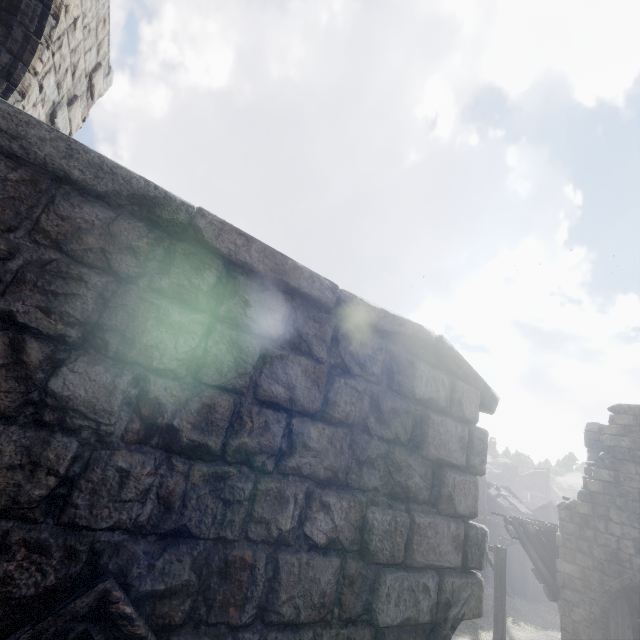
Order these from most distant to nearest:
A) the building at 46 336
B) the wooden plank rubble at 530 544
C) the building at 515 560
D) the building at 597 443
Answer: the building at 515 560 < the wooden plank rubble at 530 544 < the building at 597 443 < the building at 46 336

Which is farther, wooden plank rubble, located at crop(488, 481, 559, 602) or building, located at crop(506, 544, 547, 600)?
building, located at crop(506, 544, 547, 600)

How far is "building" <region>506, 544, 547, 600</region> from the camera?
27.20m

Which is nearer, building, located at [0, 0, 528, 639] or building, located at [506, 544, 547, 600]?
building, located at [0, 0, 528, 639]

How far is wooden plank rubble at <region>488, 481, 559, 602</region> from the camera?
12.0 meters

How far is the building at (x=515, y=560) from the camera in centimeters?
2720cm

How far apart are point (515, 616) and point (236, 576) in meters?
31.3
